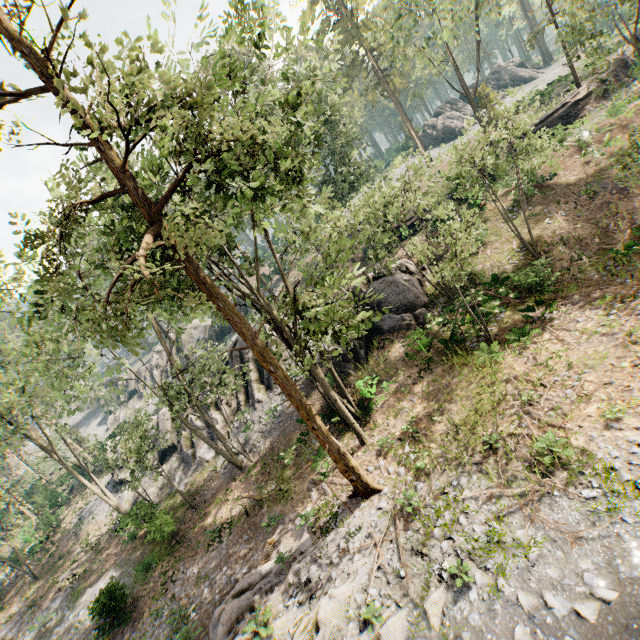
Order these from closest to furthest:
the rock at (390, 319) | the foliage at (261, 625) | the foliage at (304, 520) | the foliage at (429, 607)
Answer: the foliage at (429, 607) → the foliage at (261, 625) → the foliage at (304, 520) → the rock at (390, 319)

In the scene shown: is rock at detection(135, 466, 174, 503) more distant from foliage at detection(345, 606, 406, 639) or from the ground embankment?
the ground embankment

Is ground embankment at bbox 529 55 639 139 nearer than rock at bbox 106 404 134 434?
Yes

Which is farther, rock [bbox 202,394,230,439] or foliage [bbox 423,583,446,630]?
rock [bbox 202,394,230,439]

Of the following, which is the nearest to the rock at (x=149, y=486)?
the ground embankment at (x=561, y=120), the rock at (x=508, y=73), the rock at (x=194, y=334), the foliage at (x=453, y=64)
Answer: the foliage at (x=453, y=64)

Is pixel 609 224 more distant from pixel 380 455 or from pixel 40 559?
pixel 40 559

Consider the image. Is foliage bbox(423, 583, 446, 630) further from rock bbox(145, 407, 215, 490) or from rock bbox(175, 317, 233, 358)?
rock bbox(175, 317, 233, 358)

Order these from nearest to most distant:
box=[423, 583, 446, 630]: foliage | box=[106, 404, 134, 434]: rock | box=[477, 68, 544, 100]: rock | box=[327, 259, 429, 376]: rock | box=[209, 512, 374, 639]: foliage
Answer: box=[423, 583, 446, 630]: foliage
box=[209, 512, 374, 639]: foliage
box=[327, 259, 429, 376]: rock
box=[106, 404, 134, 434]: rock
box=[477, 68, 544, 100]: rock
